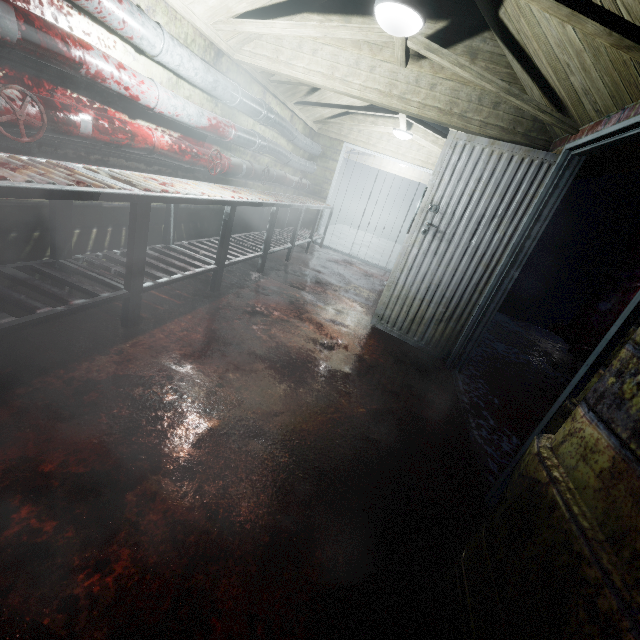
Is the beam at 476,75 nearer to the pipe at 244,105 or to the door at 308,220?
the pipe at 244,105

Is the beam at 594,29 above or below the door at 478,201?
above

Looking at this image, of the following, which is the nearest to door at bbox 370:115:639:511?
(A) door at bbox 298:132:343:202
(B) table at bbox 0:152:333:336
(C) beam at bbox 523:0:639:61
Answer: (C) beam at bbox 523:0:639:61

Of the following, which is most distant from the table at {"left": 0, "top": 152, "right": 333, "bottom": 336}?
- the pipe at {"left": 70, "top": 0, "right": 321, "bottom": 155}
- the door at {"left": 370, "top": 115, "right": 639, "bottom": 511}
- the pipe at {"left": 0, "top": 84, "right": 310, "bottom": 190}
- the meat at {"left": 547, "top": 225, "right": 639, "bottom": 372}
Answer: the meat at {"left": 547, "top": 225, "right": 639, "bottom": 372}

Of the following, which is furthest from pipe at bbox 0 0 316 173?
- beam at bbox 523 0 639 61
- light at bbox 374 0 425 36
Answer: light at bbox 374 0 425 36

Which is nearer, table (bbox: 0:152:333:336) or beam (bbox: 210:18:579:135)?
table (bbox: 0:152:333:336)

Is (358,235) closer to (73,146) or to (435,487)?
(73,146)

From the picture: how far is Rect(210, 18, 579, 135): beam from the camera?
2.3m
